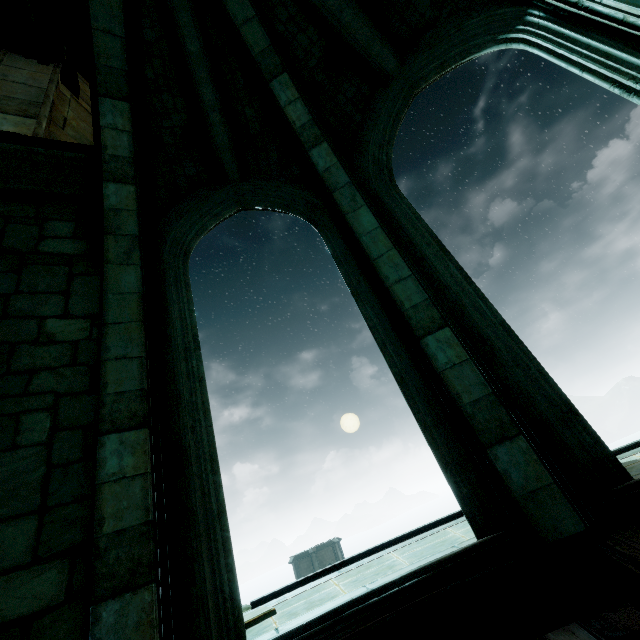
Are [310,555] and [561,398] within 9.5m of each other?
no

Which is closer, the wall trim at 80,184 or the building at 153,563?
the building at 153,563

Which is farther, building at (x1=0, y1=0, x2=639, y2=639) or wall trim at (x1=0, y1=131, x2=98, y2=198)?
wall trim at (x1=0, y1=131, x2=98, y2=198)
